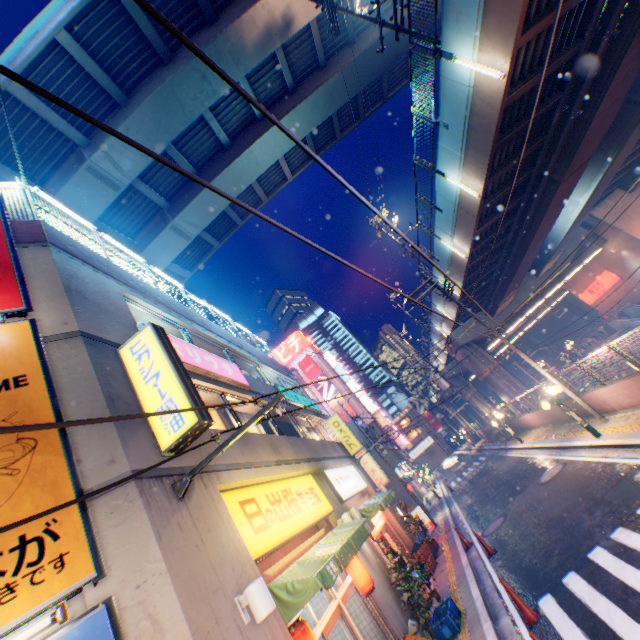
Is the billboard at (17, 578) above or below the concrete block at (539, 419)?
above

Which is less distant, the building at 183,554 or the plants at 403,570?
the building at 183,554

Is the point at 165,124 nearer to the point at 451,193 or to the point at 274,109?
the point at 274,109

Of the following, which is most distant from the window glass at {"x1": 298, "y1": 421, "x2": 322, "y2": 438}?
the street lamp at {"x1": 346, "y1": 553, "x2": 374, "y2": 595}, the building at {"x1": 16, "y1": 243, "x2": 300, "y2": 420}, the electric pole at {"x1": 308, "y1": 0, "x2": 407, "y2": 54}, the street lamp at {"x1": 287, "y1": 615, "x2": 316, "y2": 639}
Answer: the electric pole at {"x1": 308, "y1": 0, "x2": 407, "y2": 54}

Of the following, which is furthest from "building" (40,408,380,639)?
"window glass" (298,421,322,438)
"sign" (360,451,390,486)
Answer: "sign" (360,451,390,486)

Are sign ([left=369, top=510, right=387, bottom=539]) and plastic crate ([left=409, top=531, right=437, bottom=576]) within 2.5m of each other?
yes

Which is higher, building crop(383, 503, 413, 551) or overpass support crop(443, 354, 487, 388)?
overpass support crop(443, 354, 487, 388)

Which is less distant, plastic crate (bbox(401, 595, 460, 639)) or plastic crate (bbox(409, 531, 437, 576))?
plastic crate (bbox(401, 595, 460, 639))
